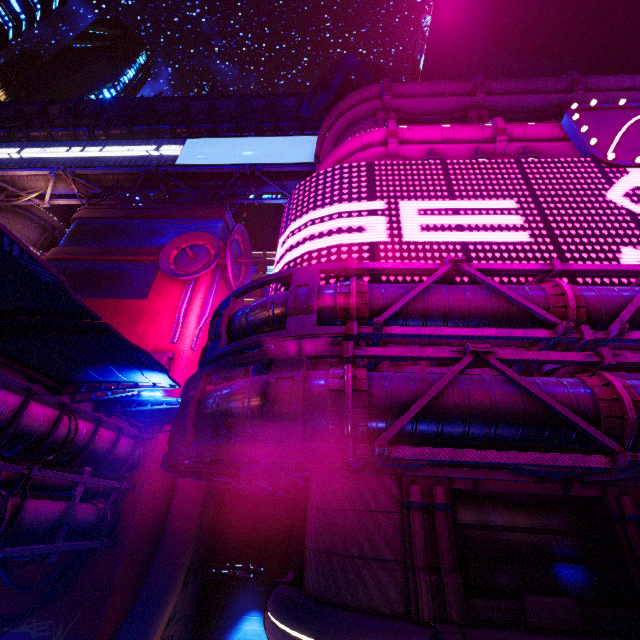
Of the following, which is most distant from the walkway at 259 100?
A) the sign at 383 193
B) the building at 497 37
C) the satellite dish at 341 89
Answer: the sign at 383 193

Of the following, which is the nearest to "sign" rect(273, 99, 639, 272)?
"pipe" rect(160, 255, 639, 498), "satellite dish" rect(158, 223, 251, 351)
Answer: "pipe" rect(160, 255, 639, 498)

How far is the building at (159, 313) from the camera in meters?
20.1

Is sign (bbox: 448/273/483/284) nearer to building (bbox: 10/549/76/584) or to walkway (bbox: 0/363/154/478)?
building (bbox: 10/549/76/584)

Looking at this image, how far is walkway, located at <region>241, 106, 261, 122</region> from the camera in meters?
28.8

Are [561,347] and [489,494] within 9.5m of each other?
yes

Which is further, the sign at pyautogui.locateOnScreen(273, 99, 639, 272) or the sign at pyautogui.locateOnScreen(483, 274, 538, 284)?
the sign at pyautogui.locateOnScreen(273, 99, 639, 272)

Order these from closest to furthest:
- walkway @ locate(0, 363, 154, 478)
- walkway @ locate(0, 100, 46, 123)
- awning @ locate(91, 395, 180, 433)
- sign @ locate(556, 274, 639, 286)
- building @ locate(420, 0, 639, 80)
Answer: sign @ locate(556, 274, 639, 286) → walkway @ locate(0, 363, 154, 478) → awning @ locate(91, 395, 180, 433) → walkway @ locate(0, 100, 46, 123) → building @ locate(420, 0, 639, 80)
